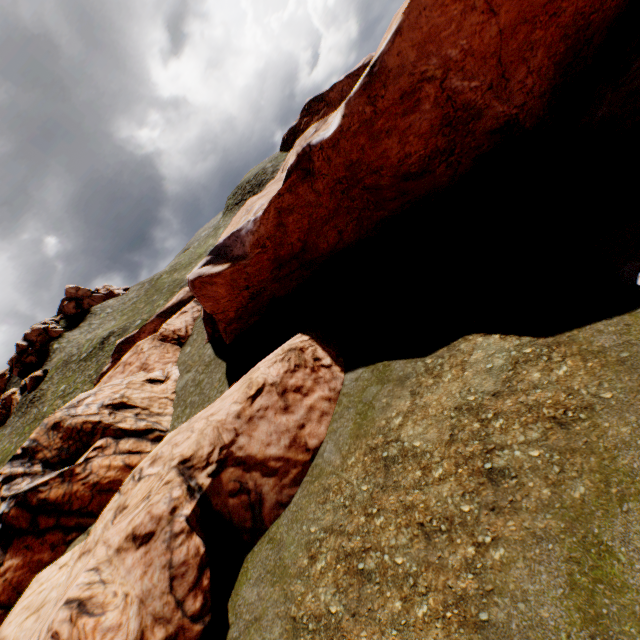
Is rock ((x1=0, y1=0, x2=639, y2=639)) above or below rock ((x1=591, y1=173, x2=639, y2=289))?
above

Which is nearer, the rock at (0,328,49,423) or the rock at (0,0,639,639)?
the rock at (0,0,639,639)

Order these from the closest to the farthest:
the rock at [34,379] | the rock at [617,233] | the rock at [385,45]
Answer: the rock at [617,233] → the rock at [385,45] → the rock at [34,379]

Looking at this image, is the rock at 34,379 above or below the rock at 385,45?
above

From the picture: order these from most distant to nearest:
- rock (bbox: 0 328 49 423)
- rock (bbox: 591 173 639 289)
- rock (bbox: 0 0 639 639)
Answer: rock (bbox: 0 328 49 423) → rock (bbox: 0 0 639 639) → rock (bbox: 591 173 639 289)

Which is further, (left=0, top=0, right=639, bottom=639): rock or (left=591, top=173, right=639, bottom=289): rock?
(left=0, top=0, right=639, bottom=639): rock

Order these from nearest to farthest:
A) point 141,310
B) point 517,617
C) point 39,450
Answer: point 517,617
point 39,450
point 141,310
